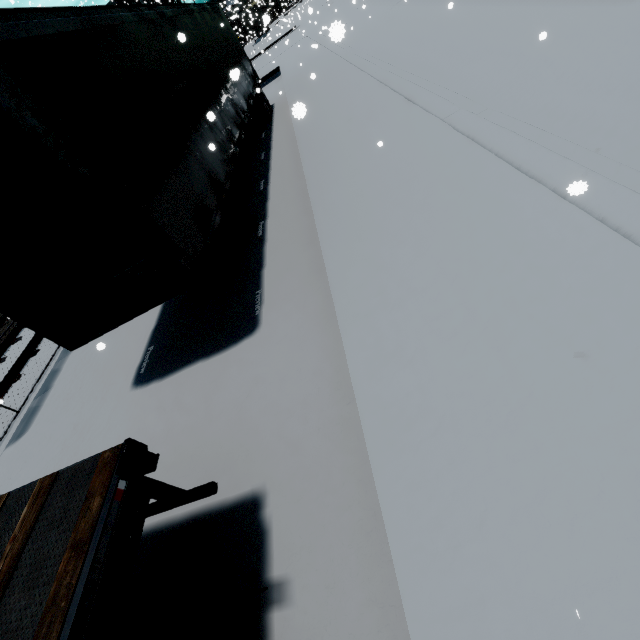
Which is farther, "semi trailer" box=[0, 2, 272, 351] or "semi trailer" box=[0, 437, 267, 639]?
"semi trailer" box=[0, 2, 272, 351]

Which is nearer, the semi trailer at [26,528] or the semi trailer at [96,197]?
the semi trailer at [26,528]

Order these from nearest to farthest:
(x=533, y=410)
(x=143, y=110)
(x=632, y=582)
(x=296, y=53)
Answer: (x=632, y=582) → (x=533, y=410) → (x=143, y=110) → (x=296, y=53)

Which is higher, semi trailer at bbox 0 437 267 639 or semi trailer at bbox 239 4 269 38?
semi trailer at bbox 239 4 269 38

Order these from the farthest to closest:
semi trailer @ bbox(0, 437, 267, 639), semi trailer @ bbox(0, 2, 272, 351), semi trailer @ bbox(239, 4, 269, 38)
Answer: semi trailer @ bbox(239, 4, 269, 38) < semi trailer @ bbox(0, 2, 272, 351) < semi trailer @ bbox(0, 437, 267, 639)
